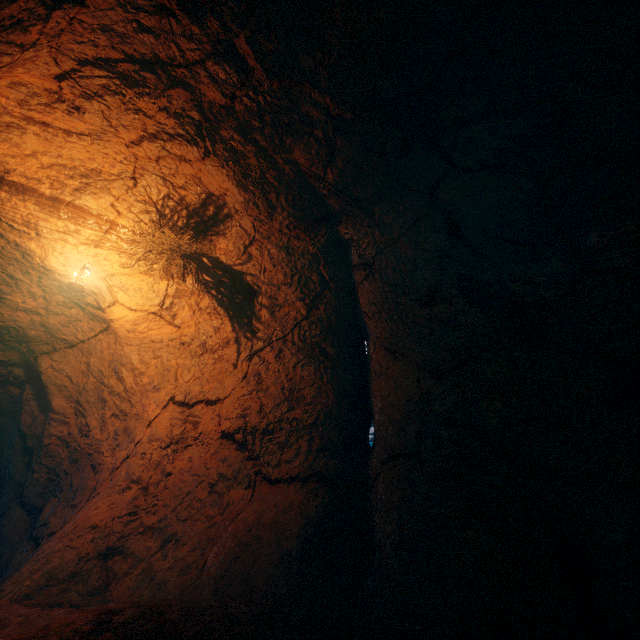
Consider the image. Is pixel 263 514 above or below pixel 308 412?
below
